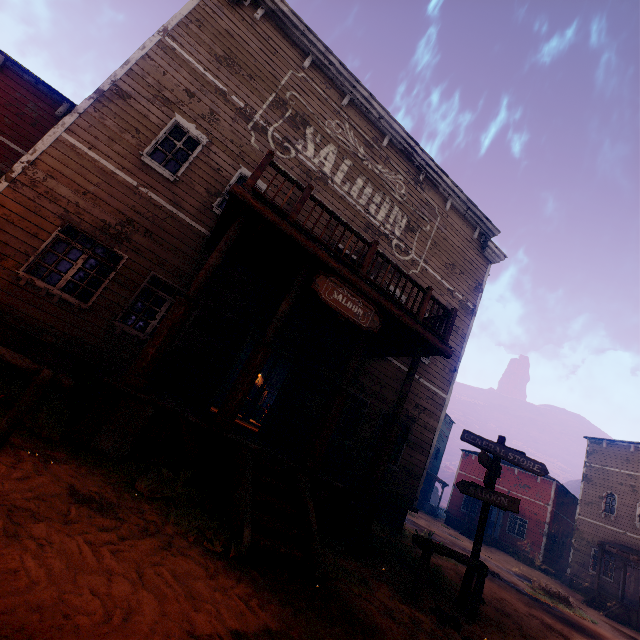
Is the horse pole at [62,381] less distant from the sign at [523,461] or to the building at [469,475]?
the building at [469,475]

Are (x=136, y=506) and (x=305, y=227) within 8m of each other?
yes

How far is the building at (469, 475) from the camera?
27.83m

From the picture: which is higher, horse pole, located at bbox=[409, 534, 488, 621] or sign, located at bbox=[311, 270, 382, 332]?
sign, located at bbox=[311, 270, 382, 332]

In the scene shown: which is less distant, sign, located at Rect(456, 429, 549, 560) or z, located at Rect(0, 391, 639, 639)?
z, located at Rect(0, 391, 639, 639)

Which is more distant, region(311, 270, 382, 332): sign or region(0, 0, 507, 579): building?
region(311, 270, 382, 332): sign

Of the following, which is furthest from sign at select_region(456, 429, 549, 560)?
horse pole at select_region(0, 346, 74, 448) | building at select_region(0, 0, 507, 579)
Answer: horse pole at select_region(0, 346, 74, 448)

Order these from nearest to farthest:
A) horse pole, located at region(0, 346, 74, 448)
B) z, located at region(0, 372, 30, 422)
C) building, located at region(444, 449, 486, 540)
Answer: horse pole, located at region(0, 346, 74, 448)
z, located at region(0, 372, 30, 422)
building, located at region(444, 449, 486, 540)
